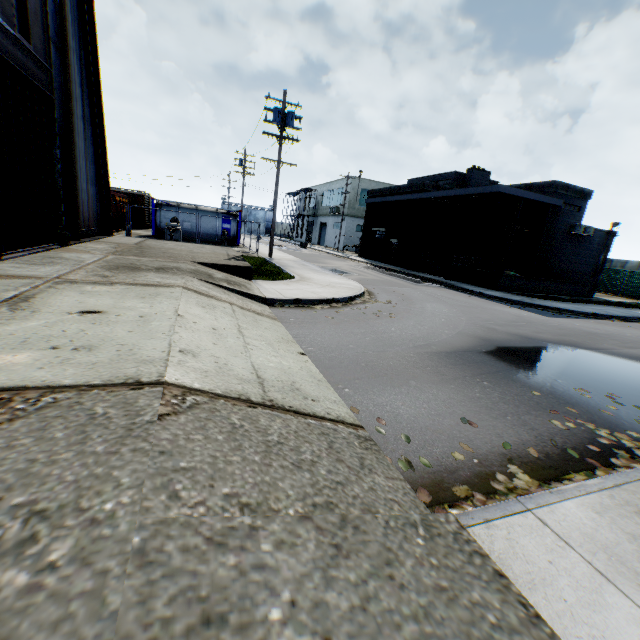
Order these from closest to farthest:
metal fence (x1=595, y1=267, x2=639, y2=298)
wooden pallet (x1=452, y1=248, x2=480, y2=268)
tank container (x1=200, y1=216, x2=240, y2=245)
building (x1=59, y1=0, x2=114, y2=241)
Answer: building (x1=59, y1=0, x2=114, y2=241), wooden pallet (x1=452, y1=248, x2=480, y2=268), tank container (x1=200, y1=216, x2=240, y2=245), metal fence (x1=595, y1=267, x2=639, y2=298)

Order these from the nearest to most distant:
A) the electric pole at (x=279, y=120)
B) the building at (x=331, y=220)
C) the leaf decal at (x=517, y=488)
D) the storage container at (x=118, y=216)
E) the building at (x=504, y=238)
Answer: the leaf decal at (x=517, y=488)
the electric pole at (x=279, y=120)
the building at (x=504, y=238)
the storage container at (x=118, y=216)
the building at (x=331, y=220)

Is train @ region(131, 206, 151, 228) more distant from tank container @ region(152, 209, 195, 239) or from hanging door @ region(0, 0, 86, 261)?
hanging door @ region(0, 0, 86, 261)

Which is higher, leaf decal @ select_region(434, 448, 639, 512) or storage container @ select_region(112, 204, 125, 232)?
storage container @ select_region(112, 204, 125, 232)

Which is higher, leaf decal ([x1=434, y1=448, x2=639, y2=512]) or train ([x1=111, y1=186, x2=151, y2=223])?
train ([x1=111, y1=186, x2=151, y2=223])

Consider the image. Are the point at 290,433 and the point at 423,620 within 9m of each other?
yes

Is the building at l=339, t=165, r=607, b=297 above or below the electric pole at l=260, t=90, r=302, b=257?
below

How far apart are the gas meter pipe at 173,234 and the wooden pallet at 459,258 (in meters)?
19.38
